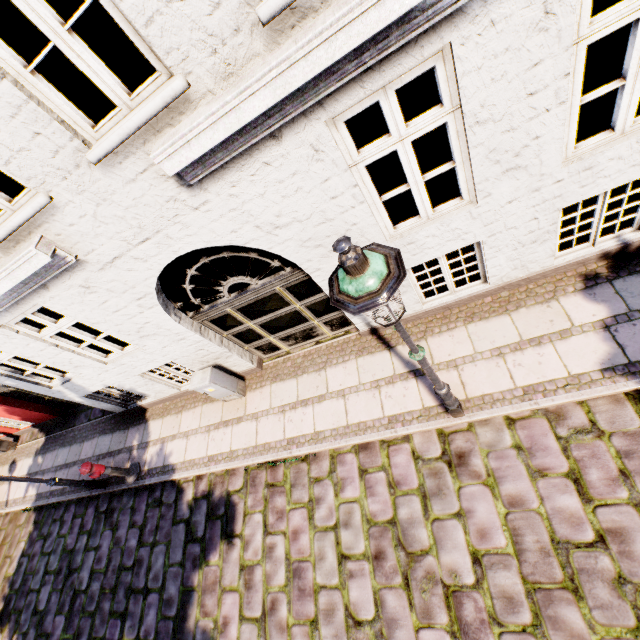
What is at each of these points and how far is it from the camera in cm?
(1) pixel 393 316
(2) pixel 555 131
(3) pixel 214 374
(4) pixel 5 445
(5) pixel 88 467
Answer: (1) street light, 225
(2) building, 316
(3) electrical box, 643
(4) electrical box, 1095
(5) hydrant, 679

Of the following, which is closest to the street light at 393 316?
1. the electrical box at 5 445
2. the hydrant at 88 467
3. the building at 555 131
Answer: the building at 555 131

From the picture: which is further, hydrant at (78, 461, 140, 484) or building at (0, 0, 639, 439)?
hydrant at (78, 461, 140, 484)

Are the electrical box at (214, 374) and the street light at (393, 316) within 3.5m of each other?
no

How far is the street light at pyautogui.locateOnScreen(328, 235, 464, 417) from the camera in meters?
1.9 m

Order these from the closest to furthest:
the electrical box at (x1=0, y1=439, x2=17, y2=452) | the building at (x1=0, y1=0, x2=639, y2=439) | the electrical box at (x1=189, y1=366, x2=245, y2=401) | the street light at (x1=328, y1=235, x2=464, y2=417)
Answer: the street light at (x1=328, y1=235, x2=464, y2=417)
the building at (x1=0, y1=0, x2=639, y2=439)
the electrical box at (x1=189, y1=366, x2=245, y2=401)
the electrical box at (x1=0, y1=439, x2=17, y2=452)

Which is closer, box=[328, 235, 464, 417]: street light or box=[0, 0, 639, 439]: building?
box=[328, 235, 464, 417]: street light

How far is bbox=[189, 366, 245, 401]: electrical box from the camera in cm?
635
